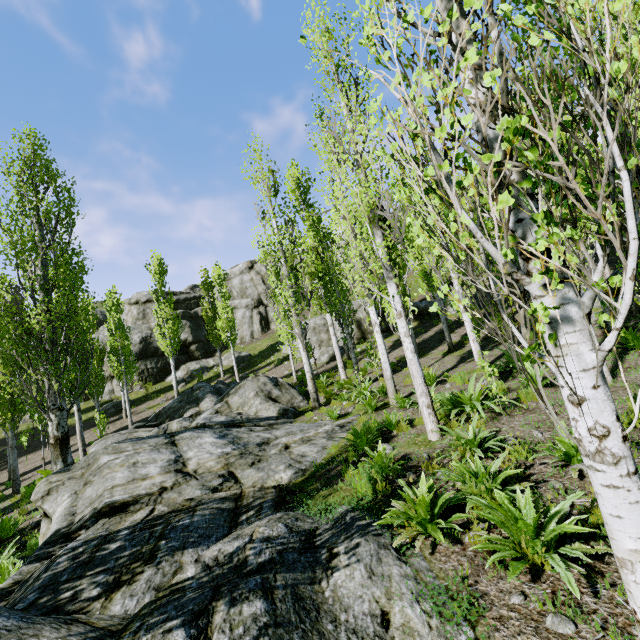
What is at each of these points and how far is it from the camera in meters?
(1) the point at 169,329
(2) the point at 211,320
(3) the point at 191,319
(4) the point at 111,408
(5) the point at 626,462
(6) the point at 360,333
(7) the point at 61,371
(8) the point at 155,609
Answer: (1) instancedfoliageactor, 26.4
(2) instancedfoliageactor, 30.1
(3) rock, 36.7
(4) rock, 27.2
(5) instancedfoliageactor, 1.6
(6) rock, 27.0
(7) instancedfoliageactor, 12.0
(8) rock, 3.0

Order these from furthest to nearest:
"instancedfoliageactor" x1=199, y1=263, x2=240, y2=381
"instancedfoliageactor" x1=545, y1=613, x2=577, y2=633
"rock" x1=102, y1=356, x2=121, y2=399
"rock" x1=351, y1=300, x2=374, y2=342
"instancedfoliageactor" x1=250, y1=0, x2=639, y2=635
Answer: "rock" x1=102, y1=356, x2=121, y2=399, "rock" x1=351, y1=300, x2=374, y2=342, "instancedfoliageactor" x1=199, y1=263, x2=240, y2=381, "instancedfoliageactor" x1=545, y1=613, x2=577, y2=633, "instancedfoliageactor" x1=250, y1=0, x2=639, y2=635

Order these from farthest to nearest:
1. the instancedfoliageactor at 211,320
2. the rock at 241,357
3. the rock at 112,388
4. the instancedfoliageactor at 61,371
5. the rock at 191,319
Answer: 1. the rock at 191,319
2. the rock at 241,357
3. the rock at 112,388
4. the instancedfoliageactor at 211,320
5. the instancedfoliageactor at 61,371

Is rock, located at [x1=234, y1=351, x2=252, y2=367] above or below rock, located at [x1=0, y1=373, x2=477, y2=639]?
above

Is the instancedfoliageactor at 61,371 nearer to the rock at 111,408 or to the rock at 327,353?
the rock at 327,353

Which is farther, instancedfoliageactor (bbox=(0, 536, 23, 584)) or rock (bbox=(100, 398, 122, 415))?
rock (bbox=(100, 398, 122, 415))

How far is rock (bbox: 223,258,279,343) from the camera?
38.7m

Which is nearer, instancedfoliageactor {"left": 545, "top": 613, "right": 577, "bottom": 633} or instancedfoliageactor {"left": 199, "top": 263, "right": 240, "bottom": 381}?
instancedfoliageactor {"left": 545, "top": 613, "right": 577, "bottom": 633}
